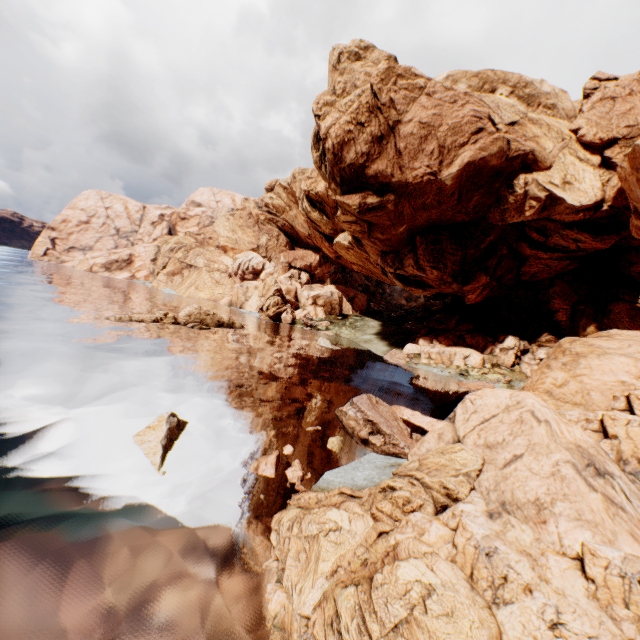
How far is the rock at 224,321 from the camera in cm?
3716

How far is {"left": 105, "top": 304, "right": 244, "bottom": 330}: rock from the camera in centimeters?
3716cm

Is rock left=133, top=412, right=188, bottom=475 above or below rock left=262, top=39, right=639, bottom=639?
below

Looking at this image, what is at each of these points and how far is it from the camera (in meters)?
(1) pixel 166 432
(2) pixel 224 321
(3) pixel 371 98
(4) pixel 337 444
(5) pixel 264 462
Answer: (1) rock, 13.66
(2) rock, 44.31
(3) rock, 33.56
(4) rock, 16.50
(5) rock, 13.35

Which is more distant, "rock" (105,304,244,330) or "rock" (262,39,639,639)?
"rock" (105,304,244,330)
